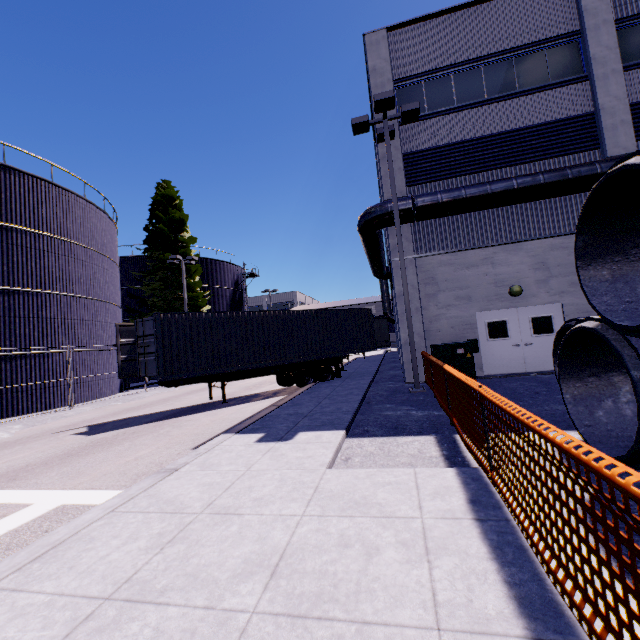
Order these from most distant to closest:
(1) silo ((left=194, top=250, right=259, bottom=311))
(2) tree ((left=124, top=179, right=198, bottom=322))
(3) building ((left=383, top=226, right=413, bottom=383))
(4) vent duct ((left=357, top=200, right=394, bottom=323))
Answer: (1) silo ((left=194, top=250, right=259, bottom=311)) < (2) tree ((left=124, top=179, right=198, bottom=322)) < (3) building ((left=383, top=226, right=413, bottom=383)) < (4) vent duct ((left=357, top=200, right=394, bottom=323))

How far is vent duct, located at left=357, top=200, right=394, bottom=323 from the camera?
12.2 meters

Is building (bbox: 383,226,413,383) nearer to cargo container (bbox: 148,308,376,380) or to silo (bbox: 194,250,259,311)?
cargo container (bbox: 148,308,376,380)

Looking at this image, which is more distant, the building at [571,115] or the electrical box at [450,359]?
the building at [571,115]

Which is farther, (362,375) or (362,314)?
(362,314)

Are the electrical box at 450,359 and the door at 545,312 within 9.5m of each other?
yes

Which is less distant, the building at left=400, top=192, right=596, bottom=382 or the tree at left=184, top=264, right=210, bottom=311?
the building at left=400, top=192, right=596, bottom=382

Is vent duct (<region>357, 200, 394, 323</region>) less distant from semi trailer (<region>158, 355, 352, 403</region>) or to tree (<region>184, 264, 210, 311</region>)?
tree (<region>184, 264, 210, 311</region>)
